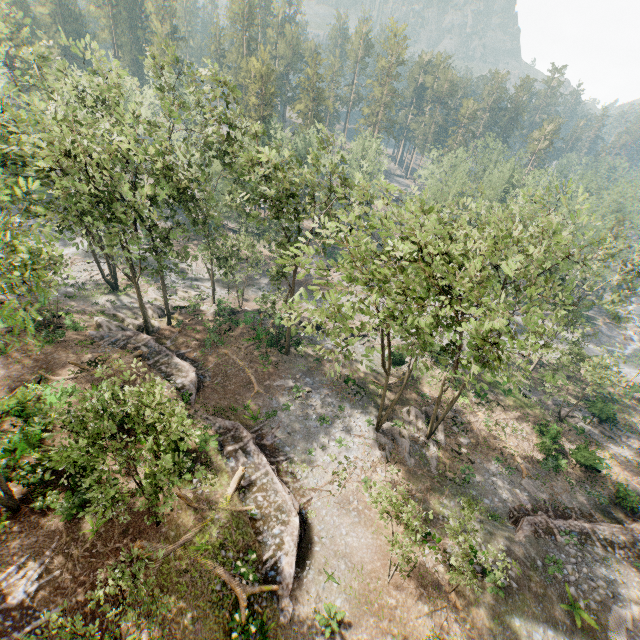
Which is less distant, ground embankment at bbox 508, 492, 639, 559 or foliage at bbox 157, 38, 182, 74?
ground embankment at bbox 508, 492, 639, 559

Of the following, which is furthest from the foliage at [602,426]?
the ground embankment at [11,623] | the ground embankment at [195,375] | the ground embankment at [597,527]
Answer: the ground embankment at [11,623]

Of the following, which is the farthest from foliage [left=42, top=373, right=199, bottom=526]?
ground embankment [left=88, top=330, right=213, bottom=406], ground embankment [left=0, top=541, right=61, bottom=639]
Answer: ground embankment [left=0, top=541, right=61, bottom=639]

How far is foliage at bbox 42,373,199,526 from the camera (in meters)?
11.38

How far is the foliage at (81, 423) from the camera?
11.4 meters

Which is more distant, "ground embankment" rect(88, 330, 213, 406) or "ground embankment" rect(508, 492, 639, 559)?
"ground embankment" rect(88, 330, 213, 406)

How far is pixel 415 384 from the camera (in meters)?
32.97
